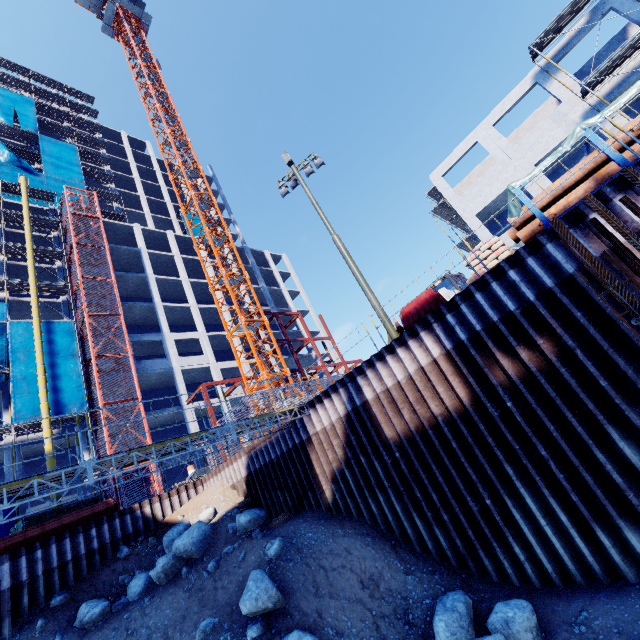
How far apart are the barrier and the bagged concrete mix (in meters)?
1.05

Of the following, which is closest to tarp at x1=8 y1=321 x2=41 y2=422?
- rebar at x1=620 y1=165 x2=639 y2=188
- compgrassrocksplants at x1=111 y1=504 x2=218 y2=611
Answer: compgrassrocksplants at x1=111 y1=504 x2=218 y2=611

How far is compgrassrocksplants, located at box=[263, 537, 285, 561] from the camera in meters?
11.2 m

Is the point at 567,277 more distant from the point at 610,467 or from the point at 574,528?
the point at 574,528

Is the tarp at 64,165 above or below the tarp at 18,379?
above

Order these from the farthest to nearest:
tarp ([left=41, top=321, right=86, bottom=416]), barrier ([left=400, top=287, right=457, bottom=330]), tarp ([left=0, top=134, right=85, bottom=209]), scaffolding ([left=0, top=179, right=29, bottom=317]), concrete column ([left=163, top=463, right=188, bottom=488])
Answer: tarp ([left=0, top=134, right=85, bottom=209])
concrete column ([left=163, top=463, right=188, bottom=488])
scaffolding ([left=0, top=179, right=29, bottom=317])
tarp ([left=41, top=321, right=86, bottom=416])
barrier ([left=400, top=287, right=457, bottom=330])

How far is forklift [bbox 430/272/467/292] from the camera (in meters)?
19.73

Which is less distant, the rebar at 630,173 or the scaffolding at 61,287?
the rebar at 630,173
